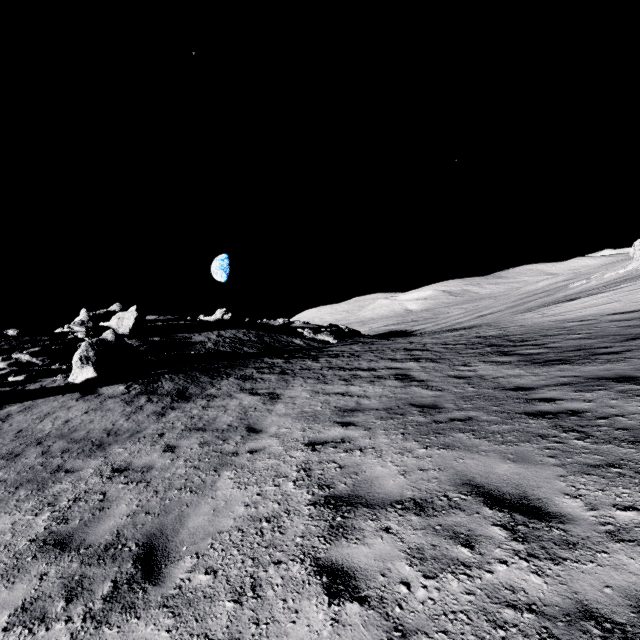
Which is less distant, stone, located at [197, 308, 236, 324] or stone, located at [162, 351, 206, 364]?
stone, located at [162, 351, 206, 364]

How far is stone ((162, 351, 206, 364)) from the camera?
18.5 meters

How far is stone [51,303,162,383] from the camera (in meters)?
14.98

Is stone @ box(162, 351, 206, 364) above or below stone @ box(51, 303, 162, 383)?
below

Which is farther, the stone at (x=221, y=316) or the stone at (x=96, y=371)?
the stone at (x=221, y=316)

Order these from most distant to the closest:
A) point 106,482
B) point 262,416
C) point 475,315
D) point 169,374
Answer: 1. point 475,315
2. point 169,374
3. point 262,416
4. point 106,482

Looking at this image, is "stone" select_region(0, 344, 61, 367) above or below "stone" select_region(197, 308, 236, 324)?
below

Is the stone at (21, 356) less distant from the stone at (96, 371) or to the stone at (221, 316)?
the stone at (96, 371)
